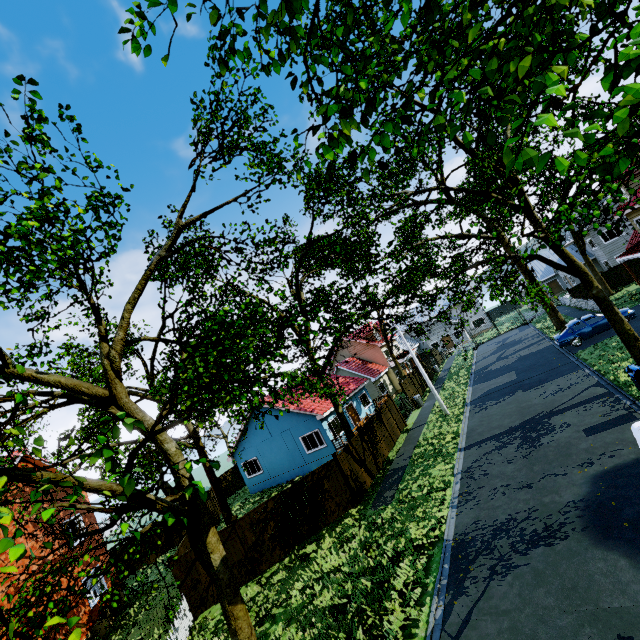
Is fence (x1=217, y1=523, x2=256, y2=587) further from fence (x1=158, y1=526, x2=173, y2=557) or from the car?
the car

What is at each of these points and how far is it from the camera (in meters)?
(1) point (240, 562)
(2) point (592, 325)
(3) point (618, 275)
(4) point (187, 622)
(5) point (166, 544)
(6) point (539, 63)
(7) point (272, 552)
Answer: (1) fence, 13.82
(2) car, 21.16
(3) fence, 31.58
(4) fence, 12.22
(5) fence, 23.98
(6) tree, 7.84
(7) fence, 14.17

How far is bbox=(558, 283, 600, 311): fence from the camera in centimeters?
2811cm

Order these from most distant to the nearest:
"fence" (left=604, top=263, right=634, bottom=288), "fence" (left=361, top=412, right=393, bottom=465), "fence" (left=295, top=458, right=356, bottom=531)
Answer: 1. "fence" (left=604, top=263, right=634, bottom=288)
2. "fence" (left=361, top=412, right=393, bottom=465)
3. "fence" (left=295, top=458, right=356, bottom=531)

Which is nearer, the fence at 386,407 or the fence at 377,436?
the fence at 377,436

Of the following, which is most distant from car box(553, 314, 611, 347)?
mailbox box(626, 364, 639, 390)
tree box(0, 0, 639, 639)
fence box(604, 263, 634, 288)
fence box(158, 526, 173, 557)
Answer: fence box(158, 526, 173, 557)
